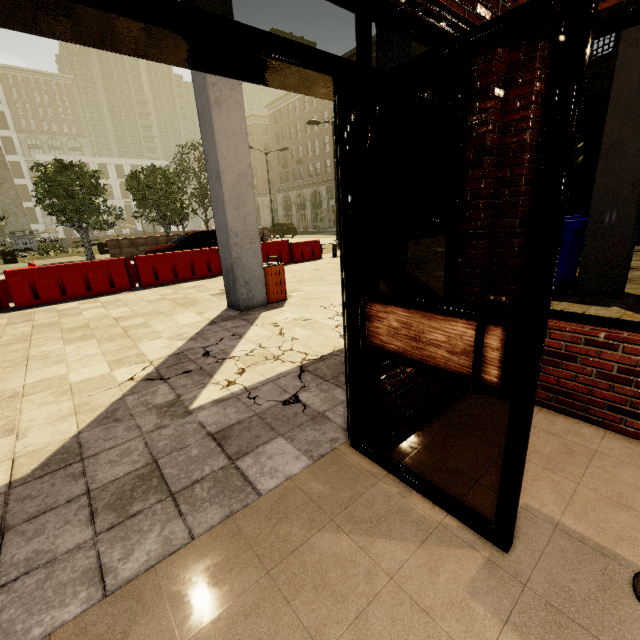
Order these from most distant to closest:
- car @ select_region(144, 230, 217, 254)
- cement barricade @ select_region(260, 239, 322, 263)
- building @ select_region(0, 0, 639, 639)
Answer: car @ select_region(144, 230, 217, 254), cement barricade @ select_region(260, 239, 322, 263), building @ select_region(0, 0, 639, 639)

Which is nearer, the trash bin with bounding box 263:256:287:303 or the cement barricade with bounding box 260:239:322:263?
the trash bin with bounding box 263:256:287:303

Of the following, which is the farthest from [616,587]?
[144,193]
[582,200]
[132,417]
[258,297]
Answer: [144,193]

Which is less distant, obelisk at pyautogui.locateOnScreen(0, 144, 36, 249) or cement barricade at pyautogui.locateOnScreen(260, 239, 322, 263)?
cement barricade at pyautogui.locateOnScreen(260, 239, 322, 263)

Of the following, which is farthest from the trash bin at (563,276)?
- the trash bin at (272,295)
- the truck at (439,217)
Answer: the truck at (439,217)

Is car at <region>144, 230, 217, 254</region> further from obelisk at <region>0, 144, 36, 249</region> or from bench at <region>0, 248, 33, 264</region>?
obelisk at <region>0, 144, 36, 249</region>

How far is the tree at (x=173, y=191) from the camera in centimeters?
2169cm

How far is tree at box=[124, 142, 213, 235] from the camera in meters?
21.7 m
